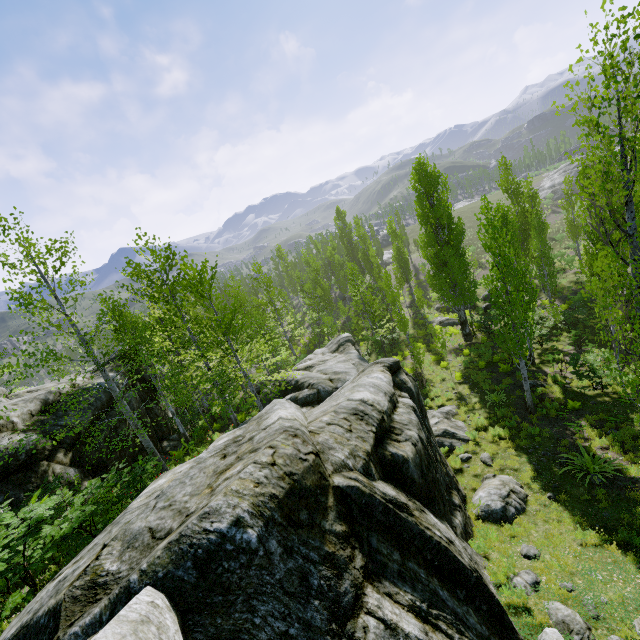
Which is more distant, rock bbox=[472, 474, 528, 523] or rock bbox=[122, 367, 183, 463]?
rock bbox=[122, 367, 183, 463]

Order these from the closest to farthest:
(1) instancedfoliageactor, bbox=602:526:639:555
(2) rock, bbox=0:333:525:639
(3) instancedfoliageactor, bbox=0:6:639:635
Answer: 1. (2) rock, bbox=0:333:525:639
2. (3) instancedfoliageactor, bbox=0:6:639:635
3. (1) instancedfoliageactor, bbox=602:526:639:555

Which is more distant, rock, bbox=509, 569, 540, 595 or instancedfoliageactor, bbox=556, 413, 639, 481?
instancedfoliageactor, bbox=556, 413, 639, 481

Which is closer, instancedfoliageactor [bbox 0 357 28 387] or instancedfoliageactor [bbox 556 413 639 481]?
instancedfoliageactor [bbox 0 357 28 387]

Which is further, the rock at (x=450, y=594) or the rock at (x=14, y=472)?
the rock at (x=14, y=472)

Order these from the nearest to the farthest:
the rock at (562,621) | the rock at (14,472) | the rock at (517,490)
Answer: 1. the rock at (562,621)
2. the rock at (517,490)
3. the rock at (14,472)

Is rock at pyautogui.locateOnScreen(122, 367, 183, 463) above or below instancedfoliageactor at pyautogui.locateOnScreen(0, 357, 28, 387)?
below

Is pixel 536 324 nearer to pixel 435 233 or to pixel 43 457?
pixel 435 233
